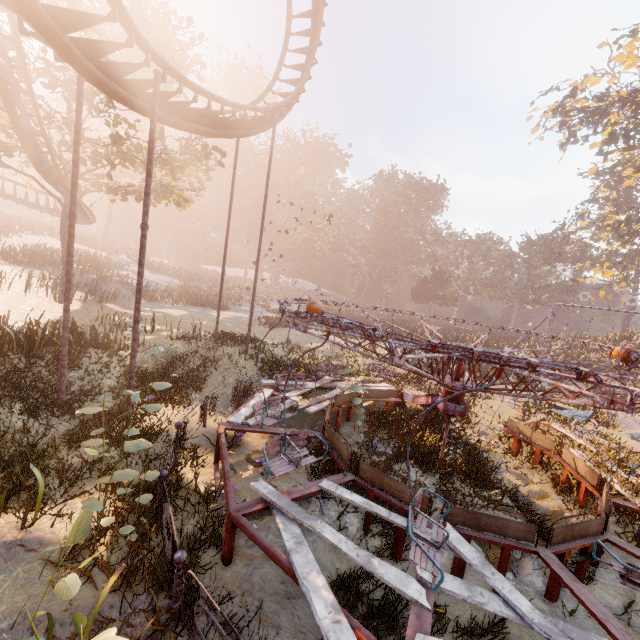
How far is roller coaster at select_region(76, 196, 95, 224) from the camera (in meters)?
20.38

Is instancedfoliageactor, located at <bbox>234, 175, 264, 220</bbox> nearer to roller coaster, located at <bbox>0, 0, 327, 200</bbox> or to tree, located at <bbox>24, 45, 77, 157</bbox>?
tree, located at <bbox>24, 45, 77, 157</bbox>

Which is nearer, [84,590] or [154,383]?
[84,590]

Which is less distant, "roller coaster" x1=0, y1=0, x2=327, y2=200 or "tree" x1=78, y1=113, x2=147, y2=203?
"roller coaster" x1=0, y1=0, x2=327, y2=200

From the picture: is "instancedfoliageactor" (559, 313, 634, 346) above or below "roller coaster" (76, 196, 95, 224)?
below

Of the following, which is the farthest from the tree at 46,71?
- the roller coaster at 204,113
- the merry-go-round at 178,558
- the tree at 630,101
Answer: the tree at 630,101

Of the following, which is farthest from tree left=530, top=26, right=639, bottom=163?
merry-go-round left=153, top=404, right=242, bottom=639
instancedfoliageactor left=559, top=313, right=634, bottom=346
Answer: merry-go-round left=153, top=404, right=242, bottom=639

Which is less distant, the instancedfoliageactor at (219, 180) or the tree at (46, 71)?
the tree at (46, 71)
